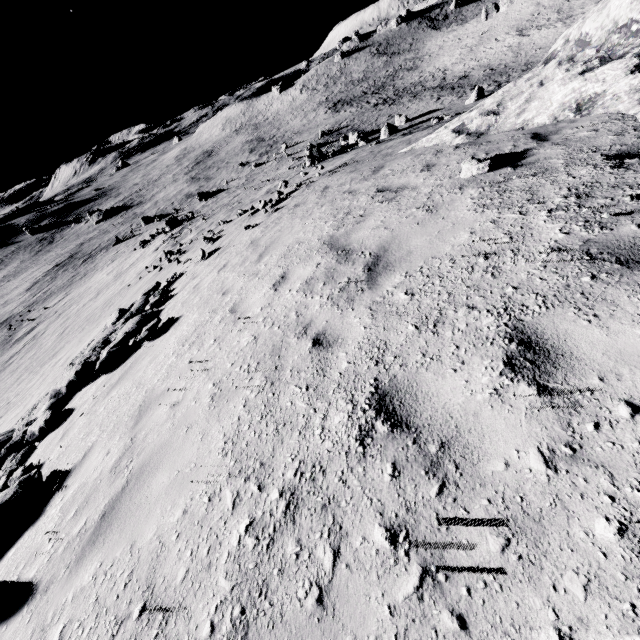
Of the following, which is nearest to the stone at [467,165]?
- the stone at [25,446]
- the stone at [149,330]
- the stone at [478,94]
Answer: the stone at [25,446]

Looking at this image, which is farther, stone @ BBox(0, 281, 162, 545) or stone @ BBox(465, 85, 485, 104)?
stone @ BBox(465, 85, 485, 104)

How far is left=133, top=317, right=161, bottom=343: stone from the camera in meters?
7.6

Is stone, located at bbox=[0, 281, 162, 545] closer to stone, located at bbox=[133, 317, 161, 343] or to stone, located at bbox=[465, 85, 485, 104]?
stone, located at bbox=[133, 317, 161, 343]

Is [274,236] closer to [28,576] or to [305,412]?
[305,412]

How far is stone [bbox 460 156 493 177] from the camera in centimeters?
501cm

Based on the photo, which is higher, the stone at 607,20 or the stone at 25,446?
the stone at 607,20
